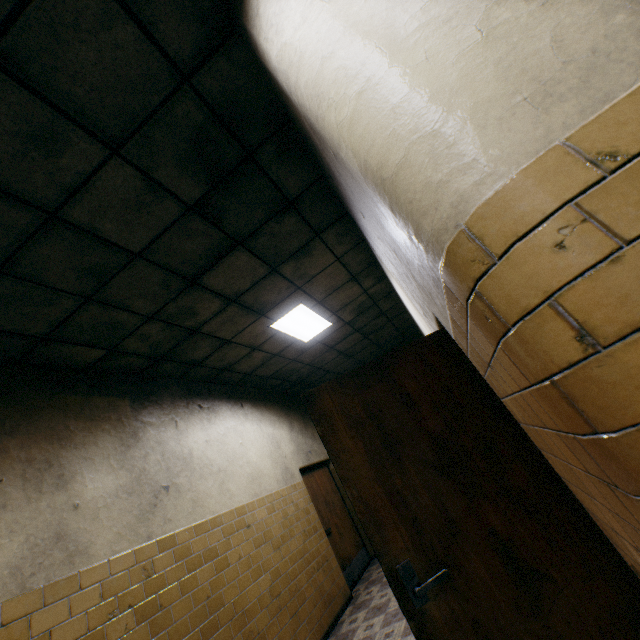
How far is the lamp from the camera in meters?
5.0

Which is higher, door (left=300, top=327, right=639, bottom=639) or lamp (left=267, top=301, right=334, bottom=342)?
lamp (left=267, top=301, right=334, bottom=342)

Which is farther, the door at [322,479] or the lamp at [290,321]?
the door at [322,479]

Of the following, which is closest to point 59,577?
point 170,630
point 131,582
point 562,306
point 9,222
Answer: point 131,582

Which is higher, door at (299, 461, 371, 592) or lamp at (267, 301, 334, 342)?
lamp at (267, 301, 334, 342)

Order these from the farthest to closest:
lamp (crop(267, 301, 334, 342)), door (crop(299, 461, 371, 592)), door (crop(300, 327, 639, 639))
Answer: door (crop(299, 461, 371, 592)) < lamp (crop(267, 301, 334, 342)) < door (crop(300, 327, 639, 639))

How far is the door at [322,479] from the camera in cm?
610

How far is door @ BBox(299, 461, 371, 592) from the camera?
6.1m
